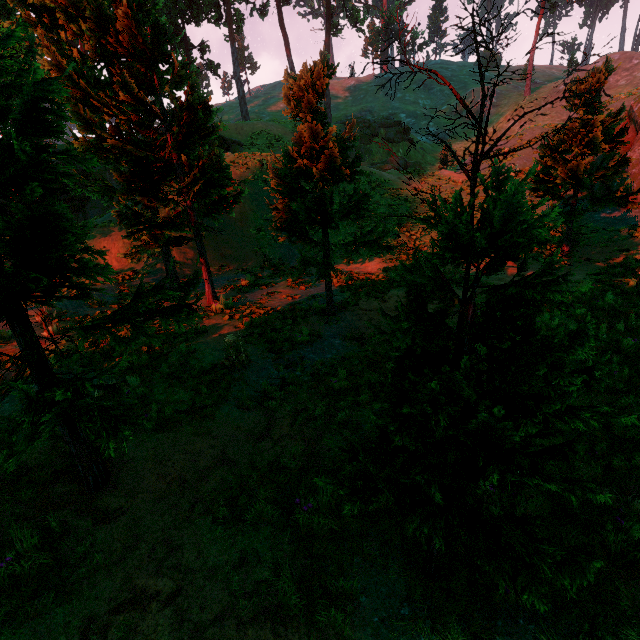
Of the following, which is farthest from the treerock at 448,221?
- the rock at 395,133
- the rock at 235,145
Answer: the rock at 395,133

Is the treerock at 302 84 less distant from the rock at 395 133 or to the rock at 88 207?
the rock at 88 207

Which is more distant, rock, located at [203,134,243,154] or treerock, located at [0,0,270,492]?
rock, located at [203,134,243,154]

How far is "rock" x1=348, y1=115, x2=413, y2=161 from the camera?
34.9 meters

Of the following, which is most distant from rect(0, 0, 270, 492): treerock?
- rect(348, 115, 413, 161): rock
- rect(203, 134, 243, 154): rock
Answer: rect(348, 115, 413, 161): rock

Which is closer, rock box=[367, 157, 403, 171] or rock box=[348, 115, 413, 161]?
rock box=[367, 157, 403, 171]

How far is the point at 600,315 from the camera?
7.73m
